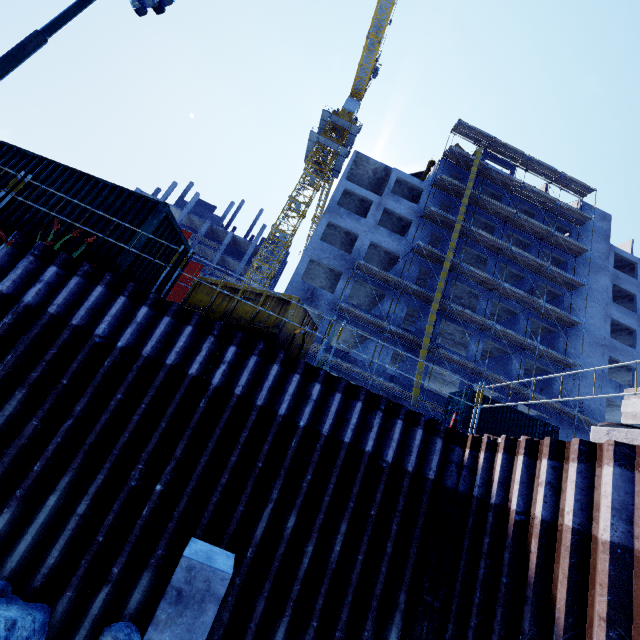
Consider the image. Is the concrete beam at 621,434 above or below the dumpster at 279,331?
below

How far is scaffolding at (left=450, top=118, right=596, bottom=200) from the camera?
32.41m

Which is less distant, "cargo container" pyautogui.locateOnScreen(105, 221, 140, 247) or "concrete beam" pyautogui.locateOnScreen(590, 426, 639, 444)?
"concrete beam" pyautogui.locateOnScreen(590, 426, 639, 444)

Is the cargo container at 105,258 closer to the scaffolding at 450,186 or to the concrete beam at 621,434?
the scaffolding at 450,186

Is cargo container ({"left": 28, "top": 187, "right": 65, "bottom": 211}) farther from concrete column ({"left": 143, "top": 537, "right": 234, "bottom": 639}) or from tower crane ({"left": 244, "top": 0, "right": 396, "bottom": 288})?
tower crane ({"left": 244, "top": 0, "right": 396, "bottom": 288})

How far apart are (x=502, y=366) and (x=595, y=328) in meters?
10.0

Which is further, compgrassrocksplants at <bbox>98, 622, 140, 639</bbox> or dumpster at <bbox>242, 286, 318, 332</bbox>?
dumpster at <bbox>242, 286, 318, 332</bbox>

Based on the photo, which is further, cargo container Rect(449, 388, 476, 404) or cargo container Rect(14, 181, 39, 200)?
cargo container Rect(449, 388, 476, 404)
